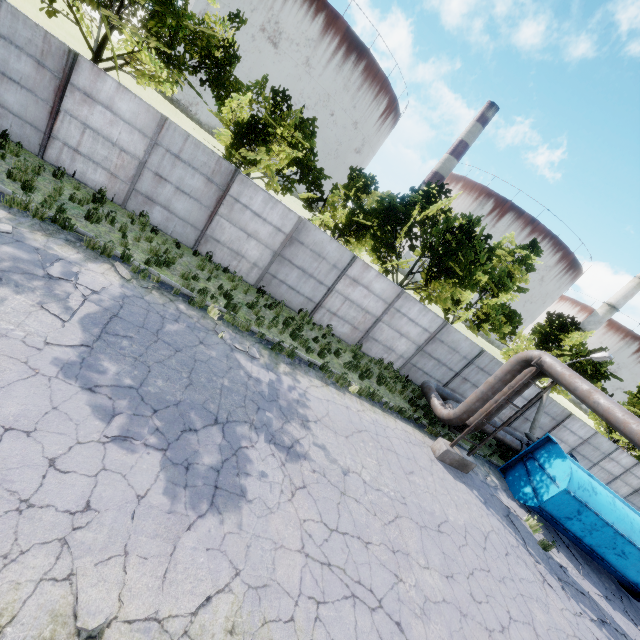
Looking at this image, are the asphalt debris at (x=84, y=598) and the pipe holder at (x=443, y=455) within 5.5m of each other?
no

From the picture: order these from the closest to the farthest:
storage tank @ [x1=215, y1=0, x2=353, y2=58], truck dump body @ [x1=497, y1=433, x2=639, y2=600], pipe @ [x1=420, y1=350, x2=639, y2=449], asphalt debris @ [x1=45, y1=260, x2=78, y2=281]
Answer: asphalt debris @ [x1=45, y1=260, x2=78, y2=281]
pipe @ [x1=420, y1=350, x2=639, y2=449]
truck dump body @ [x1=497, y1=433, x2=639, y2=600]
storage tank @ [x1=215, y1=0, x2=353, y2=58]

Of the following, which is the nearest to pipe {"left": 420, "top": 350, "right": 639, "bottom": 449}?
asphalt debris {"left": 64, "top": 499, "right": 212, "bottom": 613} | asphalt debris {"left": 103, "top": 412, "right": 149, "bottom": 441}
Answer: asphalt debris {"left": 64, "top": 499, "right": 212, "bottom": 613}

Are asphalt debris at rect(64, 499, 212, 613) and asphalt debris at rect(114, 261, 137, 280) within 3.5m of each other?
no

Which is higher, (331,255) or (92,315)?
(331,255)

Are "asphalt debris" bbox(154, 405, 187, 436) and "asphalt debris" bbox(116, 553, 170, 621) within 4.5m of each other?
yes

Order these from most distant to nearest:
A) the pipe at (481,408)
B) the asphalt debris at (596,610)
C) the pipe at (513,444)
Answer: the pipe at (513,444), the asphalt debris at (596,610), the pipe at (481,408)

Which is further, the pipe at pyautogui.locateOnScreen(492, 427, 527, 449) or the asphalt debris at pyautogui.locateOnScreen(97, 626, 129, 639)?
the pipe at pyautogui.locateOnScreen(492, 427, 527, 449)
